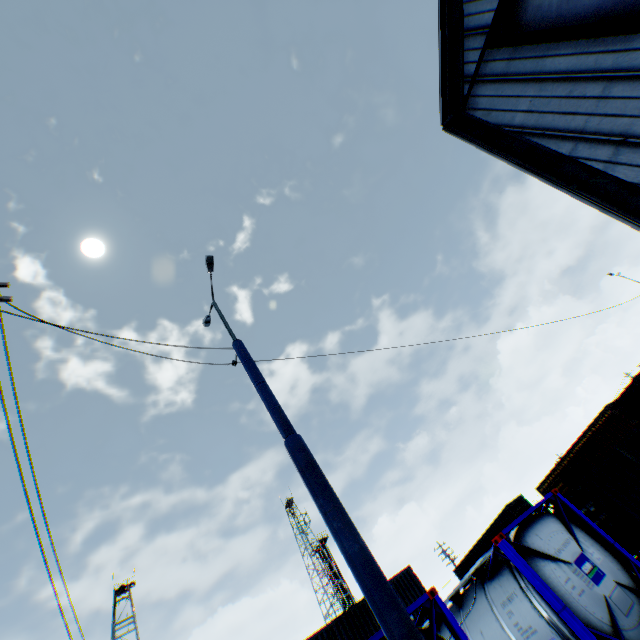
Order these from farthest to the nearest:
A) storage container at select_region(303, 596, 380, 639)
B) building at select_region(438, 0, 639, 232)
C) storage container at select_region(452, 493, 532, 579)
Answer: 1. storage container at select_region(452, 493, 532, 579)
2. storage container at select_region(303, 596, 380, 639)
3. building at select_region(438, 0, 639, 232)

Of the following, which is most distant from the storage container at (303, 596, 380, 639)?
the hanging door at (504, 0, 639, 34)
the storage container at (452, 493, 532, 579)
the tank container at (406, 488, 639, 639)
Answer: the hanging door at (504, 0, 639, 34)

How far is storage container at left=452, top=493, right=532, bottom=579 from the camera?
28.9 meters

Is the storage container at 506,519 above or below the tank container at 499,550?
above

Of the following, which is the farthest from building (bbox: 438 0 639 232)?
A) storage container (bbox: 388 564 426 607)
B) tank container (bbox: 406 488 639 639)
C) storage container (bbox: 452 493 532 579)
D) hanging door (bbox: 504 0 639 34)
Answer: storage container (bbox: 452 493 532 579)

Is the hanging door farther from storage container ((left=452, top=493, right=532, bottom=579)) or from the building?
storage container ((left=452, top=493, right=532, bottom=579))

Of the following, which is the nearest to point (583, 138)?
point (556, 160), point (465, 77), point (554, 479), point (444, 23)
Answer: point (556, 160)

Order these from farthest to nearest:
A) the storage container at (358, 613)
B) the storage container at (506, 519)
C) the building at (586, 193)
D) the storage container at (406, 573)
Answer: the storage container at (506, 519) → the storage container at (406, 573) → the storage container at (358, 613) → the building at (586, 193)
